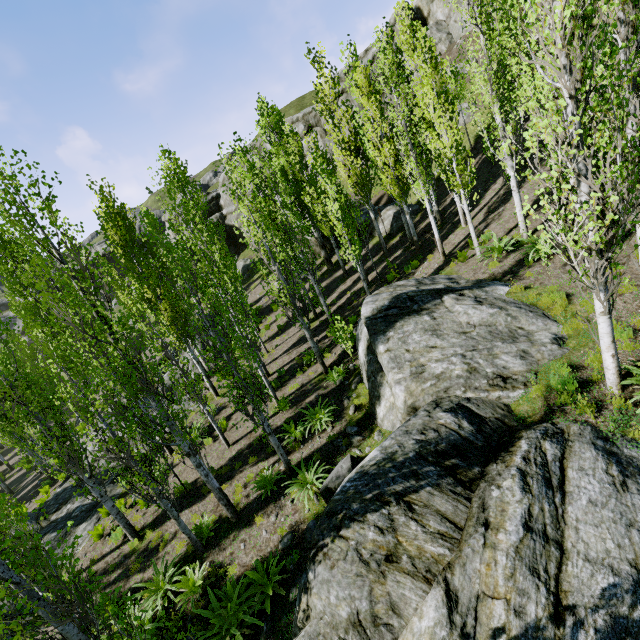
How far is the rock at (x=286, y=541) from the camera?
7.8m

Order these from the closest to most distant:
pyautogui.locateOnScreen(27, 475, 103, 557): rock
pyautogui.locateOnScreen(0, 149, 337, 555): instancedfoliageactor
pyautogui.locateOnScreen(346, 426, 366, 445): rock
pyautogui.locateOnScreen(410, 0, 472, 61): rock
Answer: pyautogui.locateOnScreen(0, 149, 337, 555): instancedfoliageactor → pyautogui.locateOnScreen(346, 426, 366, 445): rock → pyautogui.locateOnScreen(27, 475, 103, 557): rock → pyautogui.locateOnScreen(410, 0, 472, 61): rock

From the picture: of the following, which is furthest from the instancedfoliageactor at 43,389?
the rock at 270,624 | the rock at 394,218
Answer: the rock at 270,624

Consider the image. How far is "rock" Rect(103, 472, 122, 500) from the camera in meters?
14.4 m

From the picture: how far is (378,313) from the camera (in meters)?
10.16

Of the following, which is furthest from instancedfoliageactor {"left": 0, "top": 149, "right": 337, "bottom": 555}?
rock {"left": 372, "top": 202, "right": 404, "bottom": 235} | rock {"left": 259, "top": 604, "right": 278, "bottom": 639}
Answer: rock {"left": 259, "top": 604, "right": 278, "bottom": 639}

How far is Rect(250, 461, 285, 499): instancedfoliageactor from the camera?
9.5 meters

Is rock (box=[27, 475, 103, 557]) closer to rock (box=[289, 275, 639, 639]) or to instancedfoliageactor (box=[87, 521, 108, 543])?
instancedfoliageactor (box=[87, 521, 108, 543])
